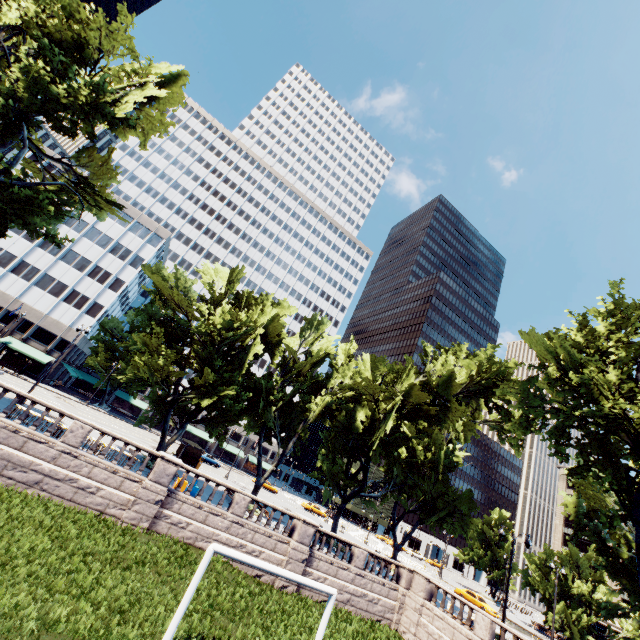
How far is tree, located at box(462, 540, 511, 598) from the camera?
56.5 meters

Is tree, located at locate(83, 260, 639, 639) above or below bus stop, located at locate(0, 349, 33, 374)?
above

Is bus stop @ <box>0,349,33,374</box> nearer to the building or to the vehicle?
the building

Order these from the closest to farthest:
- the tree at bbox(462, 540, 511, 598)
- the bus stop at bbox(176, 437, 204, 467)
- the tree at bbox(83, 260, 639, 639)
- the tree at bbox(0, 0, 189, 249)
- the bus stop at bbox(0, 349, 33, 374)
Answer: the tree at bbox(0, 0, 189, 249) < the tree at bbox(83, 260, 639, 639) < the bus stop at bbox(176, 437, 204, 467) < the bus stop at bbox(0, 349, 33, 374) < the tree at bbox(462, 540, 511, 598)

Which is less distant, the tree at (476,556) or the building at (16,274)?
the building at (16,274)

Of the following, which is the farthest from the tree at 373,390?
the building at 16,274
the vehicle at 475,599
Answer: the vehicle at 475,599

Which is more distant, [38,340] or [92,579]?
[38,340]

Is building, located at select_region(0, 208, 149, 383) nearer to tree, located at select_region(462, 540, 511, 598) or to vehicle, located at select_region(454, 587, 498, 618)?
tree, located at select_region(462, 540, 511, 598)
